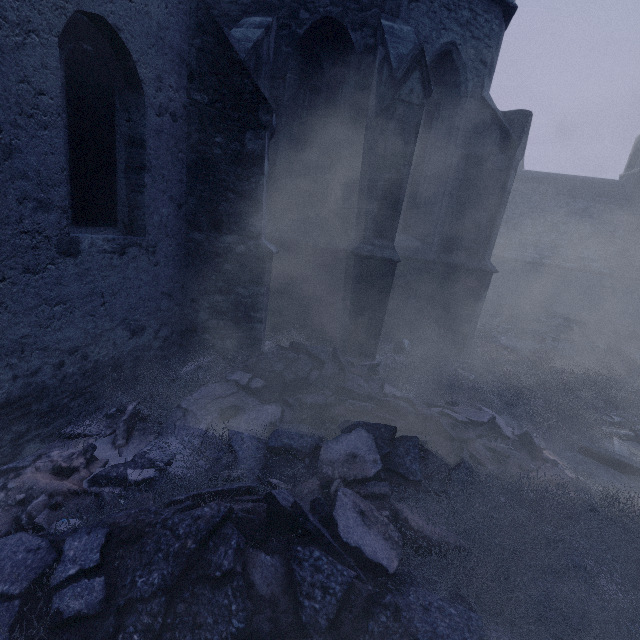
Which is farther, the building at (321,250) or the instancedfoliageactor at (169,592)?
the building at (321,250)

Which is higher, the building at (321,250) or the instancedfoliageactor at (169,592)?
the building at (321,250)

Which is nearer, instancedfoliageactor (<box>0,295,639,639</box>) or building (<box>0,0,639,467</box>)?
instancedfoliageactor (<box>0,295,639,639</box>)

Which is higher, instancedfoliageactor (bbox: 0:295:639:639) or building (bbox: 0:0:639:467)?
building (bbox: 0:0:639:467)

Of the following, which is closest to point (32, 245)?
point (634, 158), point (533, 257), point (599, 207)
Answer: point (533, 257)
